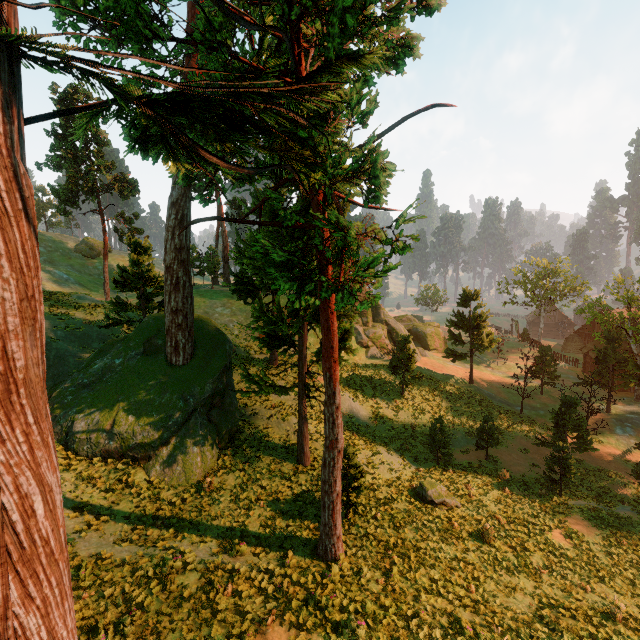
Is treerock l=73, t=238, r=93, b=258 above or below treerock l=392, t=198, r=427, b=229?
above

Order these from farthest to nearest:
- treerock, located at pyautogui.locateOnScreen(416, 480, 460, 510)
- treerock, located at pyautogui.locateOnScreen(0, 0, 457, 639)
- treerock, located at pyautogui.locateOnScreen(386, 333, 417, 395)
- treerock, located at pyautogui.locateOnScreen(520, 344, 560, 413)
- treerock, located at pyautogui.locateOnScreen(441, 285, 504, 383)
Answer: treerock, located at pyautogui.locateOnScreen(441, 285, 504, 383), treerock, located at pyautogui.locateOnScreen(520, 344, 560, 413), treerock, located at pyautogui.locateOnScreen(386, 333, 417, 395), treerock, located at pyautogui.locateOnScreen(416, 480, 460, 510), treerock, located at pyautogui.locateOnScreen(0, 0, 457, 639)

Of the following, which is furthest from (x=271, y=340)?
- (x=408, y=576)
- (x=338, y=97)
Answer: (x=338, y=97)

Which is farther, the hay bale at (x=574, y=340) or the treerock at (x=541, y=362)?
the hay bale at (x=574, y=340)

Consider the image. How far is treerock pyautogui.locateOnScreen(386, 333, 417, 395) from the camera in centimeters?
3014cm

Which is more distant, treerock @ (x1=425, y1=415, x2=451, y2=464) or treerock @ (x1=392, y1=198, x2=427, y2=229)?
treerock @ (x1=425, y1=415, x2=451, y2=464)

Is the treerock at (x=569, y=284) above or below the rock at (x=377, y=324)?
above
